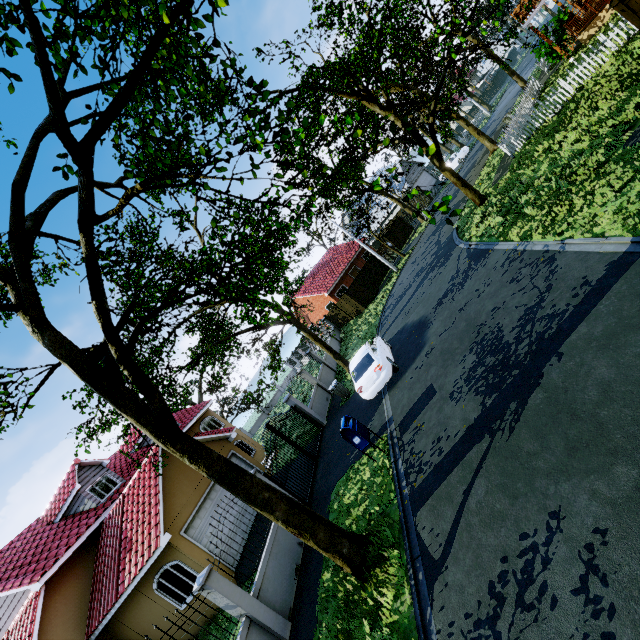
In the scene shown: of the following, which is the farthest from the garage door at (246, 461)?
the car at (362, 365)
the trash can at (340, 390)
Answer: the car at (362, 365)

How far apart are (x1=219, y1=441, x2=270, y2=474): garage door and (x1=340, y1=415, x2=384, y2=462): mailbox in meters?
7.8 m

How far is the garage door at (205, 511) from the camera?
11.88m

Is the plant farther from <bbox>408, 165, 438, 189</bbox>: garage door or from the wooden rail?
<bbox>408, 165, 438, 189</bbox>: garage door

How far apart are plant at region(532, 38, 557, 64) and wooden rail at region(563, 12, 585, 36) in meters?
0.5 m

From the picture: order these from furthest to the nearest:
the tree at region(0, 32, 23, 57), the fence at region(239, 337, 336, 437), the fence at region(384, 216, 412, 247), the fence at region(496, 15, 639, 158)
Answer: the fence at region(384, 216, 412, 247) → the fence at region(239, 337, 336, 437) → the fence at region(496, 15, 639, 158) → the tree at region(0, 32, 23, 57)

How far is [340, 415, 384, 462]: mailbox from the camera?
9.13m

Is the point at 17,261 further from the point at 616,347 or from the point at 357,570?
the point at 616,347
